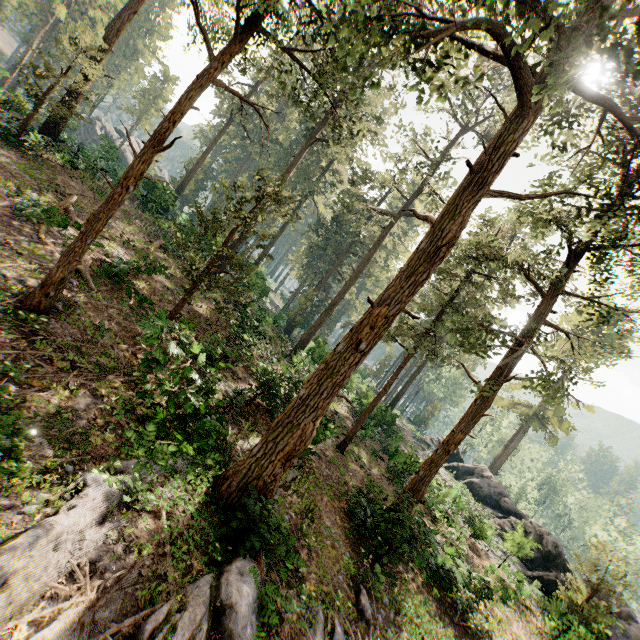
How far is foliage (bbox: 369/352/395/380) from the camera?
58.72m

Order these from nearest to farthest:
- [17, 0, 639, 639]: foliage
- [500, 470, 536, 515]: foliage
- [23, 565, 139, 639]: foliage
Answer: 1. [23, 565, 139, 639]: foliage
2. [17, 0, 639, 639]: foliage
3. [500, 470, 536, 515]: foliage

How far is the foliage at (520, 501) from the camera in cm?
4838

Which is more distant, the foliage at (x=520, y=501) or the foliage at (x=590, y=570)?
the foliage at (x=520, y=501)

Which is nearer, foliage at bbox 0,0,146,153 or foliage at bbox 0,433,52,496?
foliage at bbox 0,433,52,496

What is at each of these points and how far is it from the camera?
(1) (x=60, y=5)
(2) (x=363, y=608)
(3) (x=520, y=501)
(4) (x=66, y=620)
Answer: (1) foliage, 38.22m
(2) foliage, 9.93m
(3) foliage, 49.06m
(4) foliage, 4.94m
